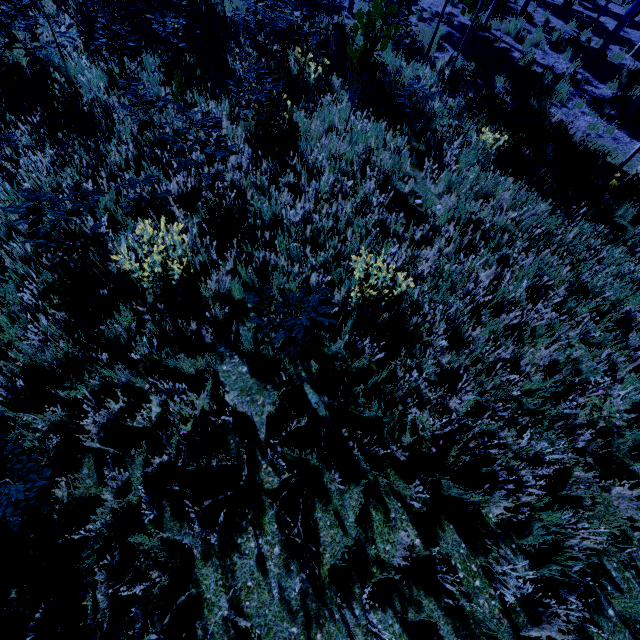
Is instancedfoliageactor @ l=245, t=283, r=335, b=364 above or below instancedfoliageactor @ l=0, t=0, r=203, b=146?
above

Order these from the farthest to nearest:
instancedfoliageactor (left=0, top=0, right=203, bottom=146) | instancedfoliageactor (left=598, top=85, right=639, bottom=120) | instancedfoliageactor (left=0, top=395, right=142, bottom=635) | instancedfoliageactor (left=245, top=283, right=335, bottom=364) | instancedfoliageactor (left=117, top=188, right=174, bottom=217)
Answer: instancedfoliageactor (left=598, top=85, right=639, bottom=120)
instancedfoliageactor (left=0, top=0, right=203, bottom=146)
instancedfoliageactor (left=117, top=188, right=174, bottom=217)
instancedfoliageactor (left=245, top=283, right=335, bottom=364)
instancedfoliageactor (left=0, top=395, right=142, bottom=635)

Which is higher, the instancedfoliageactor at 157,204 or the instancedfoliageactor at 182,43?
the instancedfoliageactor at 182,43

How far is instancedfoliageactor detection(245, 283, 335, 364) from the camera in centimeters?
281cm

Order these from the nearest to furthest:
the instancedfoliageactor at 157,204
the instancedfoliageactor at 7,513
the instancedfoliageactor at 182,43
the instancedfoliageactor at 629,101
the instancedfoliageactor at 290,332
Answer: the instancedfoliageactor at 7,513, the instancedfoliageactor at 290,332, the instancedfoliageactor at 157,204, the instancedfoliageactor at 182,43, the instancedfoliageactor at 629,101

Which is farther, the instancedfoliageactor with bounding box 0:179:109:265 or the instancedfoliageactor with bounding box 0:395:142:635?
the instancedfoliageactor with bounding box 0:179:109:265

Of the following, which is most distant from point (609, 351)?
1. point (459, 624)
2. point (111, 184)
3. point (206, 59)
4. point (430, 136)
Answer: point (206, 59)
